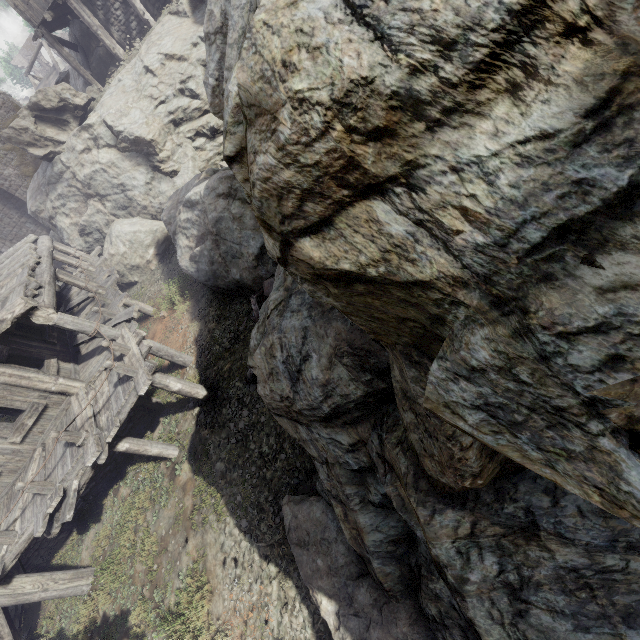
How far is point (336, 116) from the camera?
1.19m

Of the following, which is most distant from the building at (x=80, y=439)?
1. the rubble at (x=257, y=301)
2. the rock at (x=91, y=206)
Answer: the rubble at (x=257, y=301)

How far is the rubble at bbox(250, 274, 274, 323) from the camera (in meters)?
9.43

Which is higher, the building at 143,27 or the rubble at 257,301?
the building at 143,27

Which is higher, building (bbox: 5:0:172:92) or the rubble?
building (bbox: 5:0:172:92)

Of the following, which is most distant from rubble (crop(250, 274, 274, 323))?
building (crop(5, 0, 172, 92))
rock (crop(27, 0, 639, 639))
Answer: building (crop(5, 0, 172, 92))

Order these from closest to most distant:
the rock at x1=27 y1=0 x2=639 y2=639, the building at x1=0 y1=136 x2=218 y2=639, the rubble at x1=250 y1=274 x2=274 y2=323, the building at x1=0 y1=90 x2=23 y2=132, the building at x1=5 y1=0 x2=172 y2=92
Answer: the rock at x1=27 y1=0 x2=639 y2=639, the building at x1=0 y1=136 x2=218 y2=639, the rubble at x1=250 y1=274 x2=274 y2=323, the building at x1=5 y1=0 x2=172 y2=92, the building at x1=0 y1=90 x2=23 y2=132
